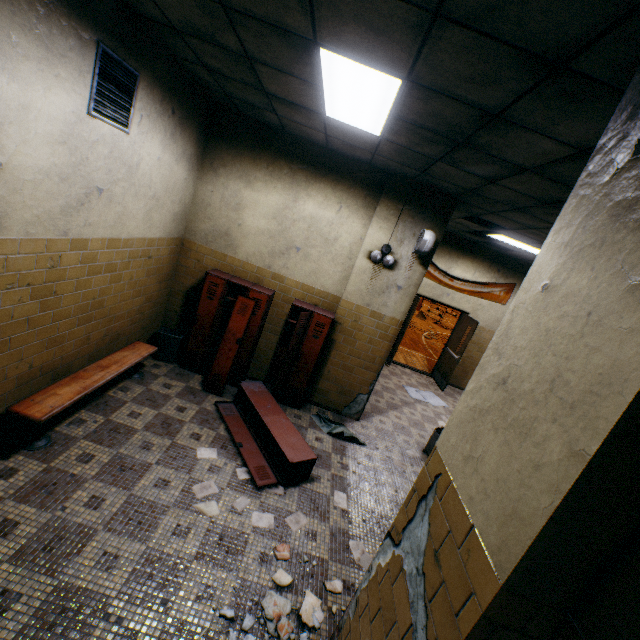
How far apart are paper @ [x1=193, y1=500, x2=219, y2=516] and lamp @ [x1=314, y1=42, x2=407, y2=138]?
3.98m

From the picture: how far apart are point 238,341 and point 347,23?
4.0m

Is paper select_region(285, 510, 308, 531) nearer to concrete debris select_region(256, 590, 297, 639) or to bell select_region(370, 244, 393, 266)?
concrete debris select_region(256, 590, 297, 639)

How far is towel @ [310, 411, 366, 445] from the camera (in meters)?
5.08

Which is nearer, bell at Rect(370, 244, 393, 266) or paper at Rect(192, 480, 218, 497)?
paper at Rect(192, 480, 218, 497)

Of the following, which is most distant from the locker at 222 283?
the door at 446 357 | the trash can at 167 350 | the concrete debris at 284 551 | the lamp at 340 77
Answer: the door at 446 357

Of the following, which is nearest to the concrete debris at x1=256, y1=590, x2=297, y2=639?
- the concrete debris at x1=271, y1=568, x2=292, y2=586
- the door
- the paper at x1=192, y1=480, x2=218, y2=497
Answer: the concrete debris at x1=271, y1=568, x2=292, y2=586

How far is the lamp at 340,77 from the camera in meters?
2.2 m
